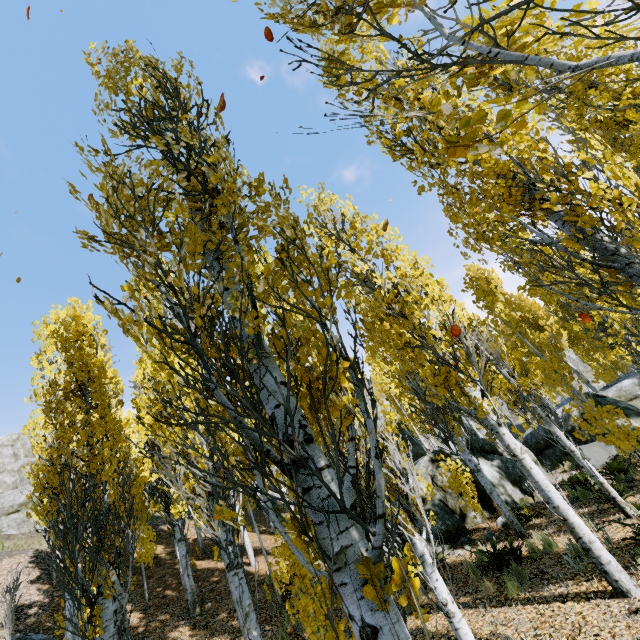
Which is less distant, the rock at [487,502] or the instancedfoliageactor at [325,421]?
the instancedfoliageactor at [325,421]

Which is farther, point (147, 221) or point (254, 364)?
point (147, 221)

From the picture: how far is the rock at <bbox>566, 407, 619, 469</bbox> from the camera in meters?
11.4

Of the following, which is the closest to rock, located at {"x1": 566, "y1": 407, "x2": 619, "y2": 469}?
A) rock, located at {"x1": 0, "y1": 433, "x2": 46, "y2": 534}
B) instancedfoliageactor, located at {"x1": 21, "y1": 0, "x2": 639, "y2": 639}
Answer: instancedfoliageactor, located at {"x1": 21, "y1": 0, "x2": 639, "y2": 639}

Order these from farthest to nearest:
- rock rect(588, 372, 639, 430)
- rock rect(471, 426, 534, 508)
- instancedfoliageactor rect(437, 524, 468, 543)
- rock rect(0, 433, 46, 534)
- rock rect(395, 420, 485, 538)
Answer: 1. rock rect(0, 433, 46, 534)
2. rock rect(588, 372, 639, 430)
3. rock rect(471, 426, 534, 508)
4. rock rect(395, 420, 485, 538)
5. instancedfoliageactor rect(437, 524, 468, 543)

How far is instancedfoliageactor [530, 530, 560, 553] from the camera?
6.90m

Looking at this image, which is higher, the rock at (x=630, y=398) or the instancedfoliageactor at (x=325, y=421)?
the instancedfoliageactor at (x=325, y=421)

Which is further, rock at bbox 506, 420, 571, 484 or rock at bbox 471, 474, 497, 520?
rock at bbox 506, 420, 571, 484
